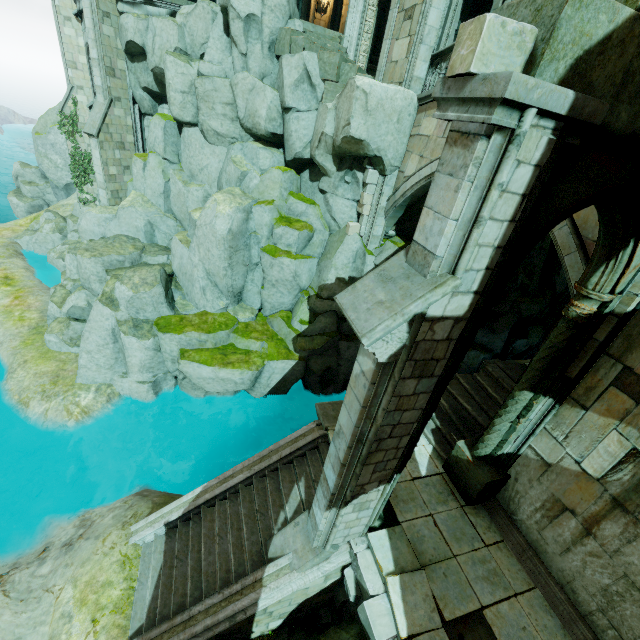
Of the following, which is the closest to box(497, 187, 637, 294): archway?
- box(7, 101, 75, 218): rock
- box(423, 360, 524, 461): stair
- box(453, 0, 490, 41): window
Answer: box(423, 360, 524, 461): stair

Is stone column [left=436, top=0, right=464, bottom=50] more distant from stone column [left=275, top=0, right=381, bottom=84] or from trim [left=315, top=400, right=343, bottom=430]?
trim [left=315, top=400, right=343, bottom=430]

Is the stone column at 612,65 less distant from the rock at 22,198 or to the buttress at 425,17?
the buttress at 425,17

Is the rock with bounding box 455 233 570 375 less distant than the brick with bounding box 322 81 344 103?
No

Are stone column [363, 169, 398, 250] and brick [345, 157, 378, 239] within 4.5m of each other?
yes

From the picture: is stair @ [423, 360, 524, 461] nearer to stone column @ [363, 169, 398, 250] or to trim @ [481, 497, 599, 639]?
trim @ [481, 497, 599, 639]

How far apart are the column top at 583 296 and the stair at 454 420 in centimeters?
433cm

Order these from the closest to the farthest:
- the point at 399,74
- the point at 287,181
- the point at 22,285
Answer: the point at 399,74, the point at 287,181, the point at 22,285
